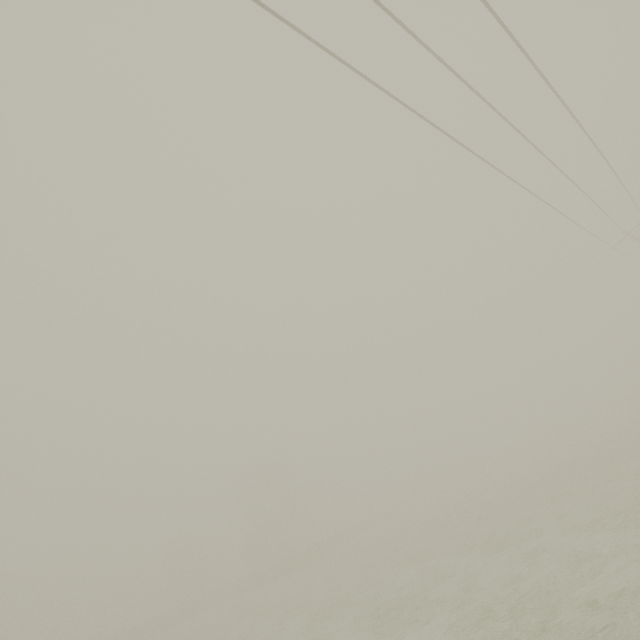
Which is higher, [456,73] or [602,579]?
[456,73]
